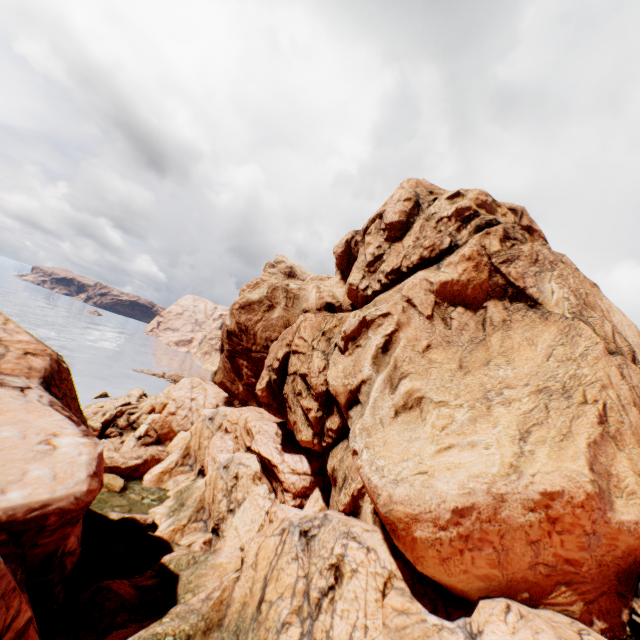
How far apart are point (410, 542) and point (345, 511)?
5.96m
